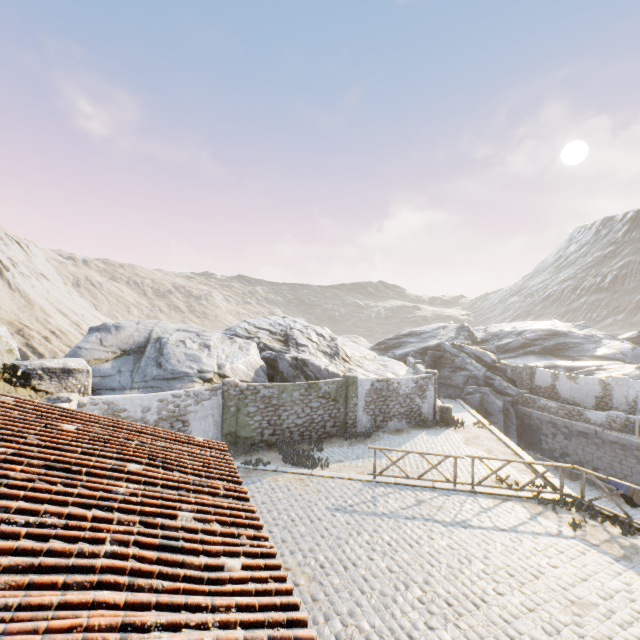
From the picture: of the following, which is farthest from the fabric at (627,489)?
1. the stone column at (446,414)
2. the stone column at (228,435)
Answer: the stone column at (228,435)

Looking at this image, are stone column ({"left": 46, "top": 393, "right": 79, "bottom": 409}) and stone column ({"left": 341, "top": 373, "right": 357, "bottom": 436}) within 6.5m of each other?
no

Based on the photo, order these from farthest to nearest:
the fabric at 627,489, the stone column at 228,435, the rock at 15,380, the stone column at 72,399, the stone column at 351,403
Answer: the stone column at 351,403 → the stone column at 228,435 → the rock at 15,380 → the stone column at 72,399 → the fabric at 627,489

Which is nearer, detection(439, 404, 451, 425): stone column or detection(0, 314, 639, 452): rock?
detection(0, 314, 639, 452): rock

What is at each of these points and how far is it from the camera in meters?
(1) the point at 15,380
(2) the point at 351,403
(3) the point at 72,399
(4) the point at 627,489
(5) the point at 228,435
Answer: (1) rock, 10.8 m
(2) stone column, 17.0 m
(3) stone column, 10.7 m
(4) fabric, 9.7 m
(5) stone column, 14.3 m

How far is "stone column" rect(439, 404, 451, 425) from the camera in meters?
19.2 m

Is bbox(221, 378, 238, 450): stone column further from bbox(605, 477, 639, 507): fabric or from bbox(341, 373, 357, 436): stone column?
bbox(605, 477, 639, 507): fabric

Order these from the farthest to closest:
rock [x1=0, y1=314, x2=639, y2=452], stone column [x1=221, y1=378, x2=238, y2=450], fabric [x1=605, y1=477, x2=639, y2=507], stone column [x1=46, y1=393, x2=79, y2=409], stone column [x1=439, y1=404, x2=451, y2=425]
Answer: stone column [x1=439, y1=404, x2=451, y2=425], stone column [x1=221, y1=378, x2=238, y2=450], rock [x1=0, y1=314, x2=639, y2=452], stone column [x1=46, y1=393, x2=79, y2=409], fabric [x1=605, y1=477, x2=639, y2=507]
